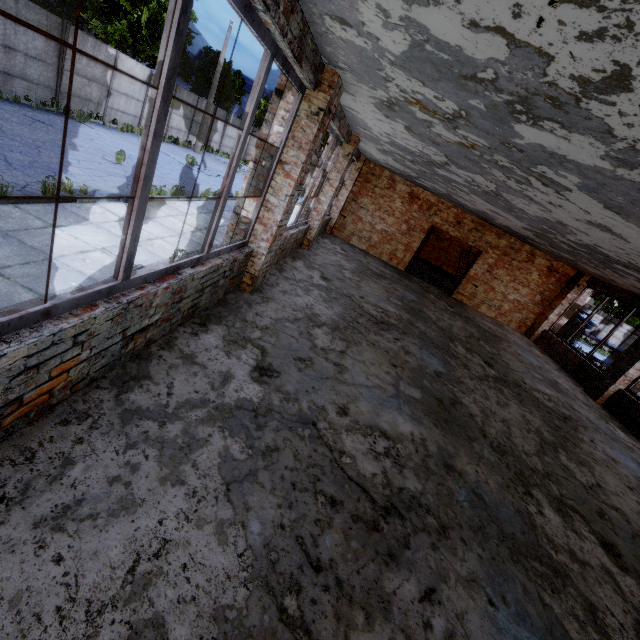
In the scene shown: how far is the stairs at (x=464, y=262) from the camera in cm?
1897

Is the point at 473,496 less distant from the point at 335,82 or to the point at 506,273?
the point at 335,82

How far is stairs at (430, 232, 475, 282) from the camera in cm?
1897
